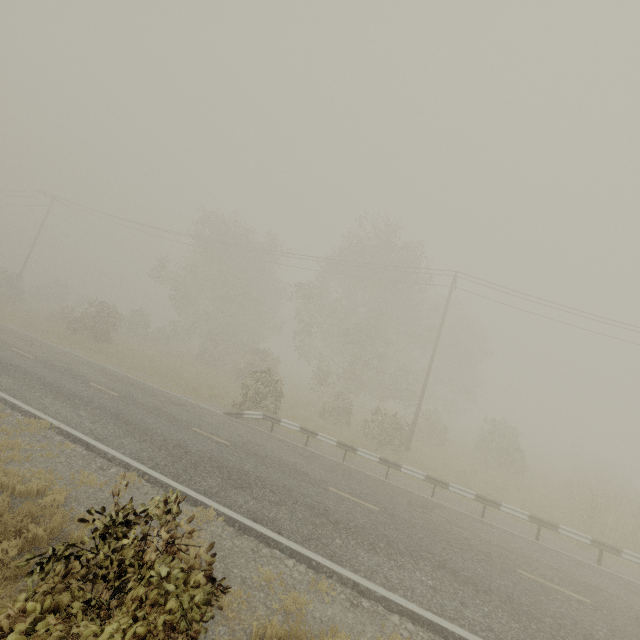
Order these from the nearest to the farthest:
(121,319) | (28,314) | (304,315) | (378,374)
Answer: (378,374) < (121,319) < (304,315) < (28,314)

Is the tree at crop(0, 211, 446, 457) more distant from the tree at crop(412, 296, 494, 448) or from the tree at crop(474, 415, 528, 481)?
the tree at crop(474, 415, 528, 481)

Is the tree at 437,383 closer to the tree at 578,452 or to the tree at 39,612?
the tree at 578,452

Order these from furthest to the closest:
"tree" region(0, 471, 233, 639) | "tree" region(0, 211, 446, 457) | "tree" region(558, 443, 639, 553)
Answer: "tree" region(0, 211, 446, 457) → "tree" region(558, 443, 639, 553) → "tree" region(0, 471, 233, 639)

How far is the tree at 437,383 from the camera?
25.59m

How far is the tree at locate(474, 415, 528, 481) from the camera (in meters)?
22.52

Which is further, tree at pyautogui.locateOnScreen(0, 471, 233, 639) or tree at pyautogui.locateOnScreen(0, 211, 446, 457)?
tree at pyautogui.locateOnScreen(0, 211, 446, 457)

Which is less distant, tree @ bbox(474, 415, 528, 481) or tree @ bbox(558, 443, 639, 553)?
tree @ bbox(558, 443, 639, 553)
